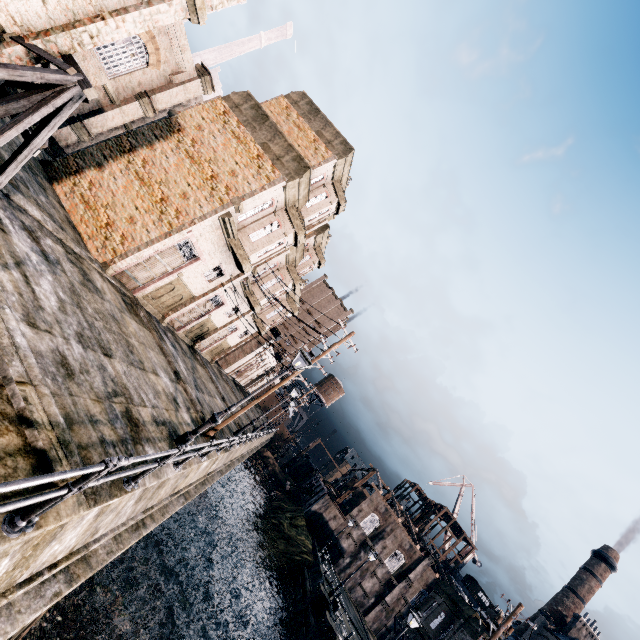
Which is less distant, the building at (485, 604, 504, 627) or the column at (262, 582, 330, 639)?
the building at (485, 604, 504, 627)

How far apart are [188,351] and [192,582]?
17.2m

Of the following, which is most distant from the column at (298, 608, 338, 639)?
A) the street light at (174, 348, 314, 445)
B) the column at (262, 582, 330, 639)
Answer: the street light at (174, 348, 314, 445)

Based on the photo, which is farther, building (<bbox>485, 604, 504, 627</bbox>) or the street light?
building (<bbox>485, 604, 504, 627</bbox>)

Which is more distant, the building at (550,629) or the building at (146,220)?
the building at (550,629)

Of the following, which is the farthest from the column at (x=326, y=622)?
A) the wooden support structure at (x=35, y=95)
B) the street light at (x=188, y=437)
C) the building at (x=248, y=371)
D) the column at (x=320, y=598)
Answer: → the wooden support structure at (x=35, y=95)

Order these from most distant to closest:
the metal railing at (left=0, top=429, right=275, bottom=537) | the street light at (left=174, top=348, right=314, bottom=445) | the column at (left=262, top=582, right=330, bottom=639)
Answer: the column at (left=262, top=582, right=330, bottom=639) → the street light at (left=174, top=348, right=314, bottom=445) → the metal railing at (left=0, top=429, right=275, bottom=537)

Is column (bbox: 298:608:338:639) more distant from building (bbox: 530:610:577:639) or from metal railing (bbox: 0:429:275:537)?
metal railing (bbox: 0:429:275:537)
